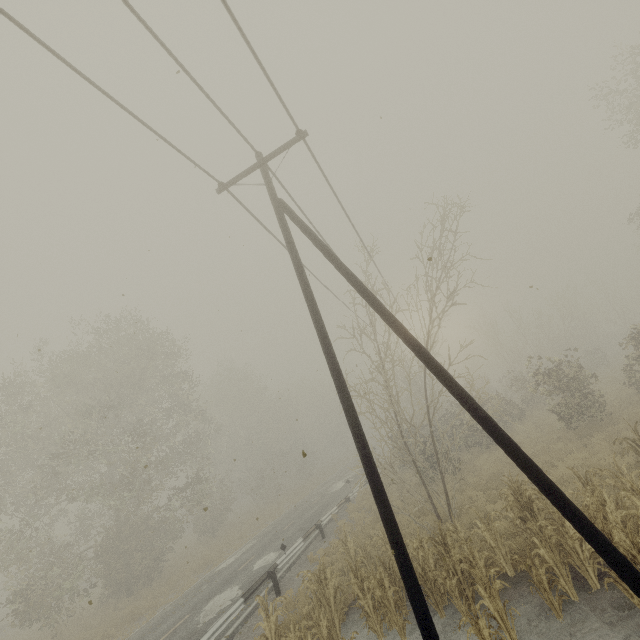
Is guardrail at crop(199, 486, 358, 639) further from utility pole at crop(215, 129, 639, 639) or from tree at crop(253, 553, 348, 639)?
utility pole at crop(215, 129, 639, 639)

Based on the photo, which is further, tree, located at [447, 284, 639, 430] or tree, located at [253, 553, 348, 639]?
tree, located at [447, 284, 639, 430]

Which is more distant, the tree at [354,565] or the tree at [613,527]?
the tree at [354,565]

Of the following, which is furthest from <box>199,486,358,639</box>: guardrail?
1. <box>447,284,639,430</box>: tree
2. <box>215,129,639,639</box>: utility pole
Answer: <box>215,129,639,639</box>: utility pole

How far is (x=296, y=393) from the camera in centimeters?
5684cm

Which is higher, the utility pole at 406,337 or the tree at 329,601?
the utility pole at 406,337

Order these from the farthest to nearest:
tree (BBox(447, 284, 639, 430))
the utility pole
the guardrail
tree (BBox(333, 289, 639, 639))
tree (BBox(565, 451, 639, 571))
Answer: tree (BBox(447, 284, 639, 430))
the guardrail
tree (BBox(333, 289, 639, 639))
tree (BBox(565, 451, 639, 571))
the utility pole
